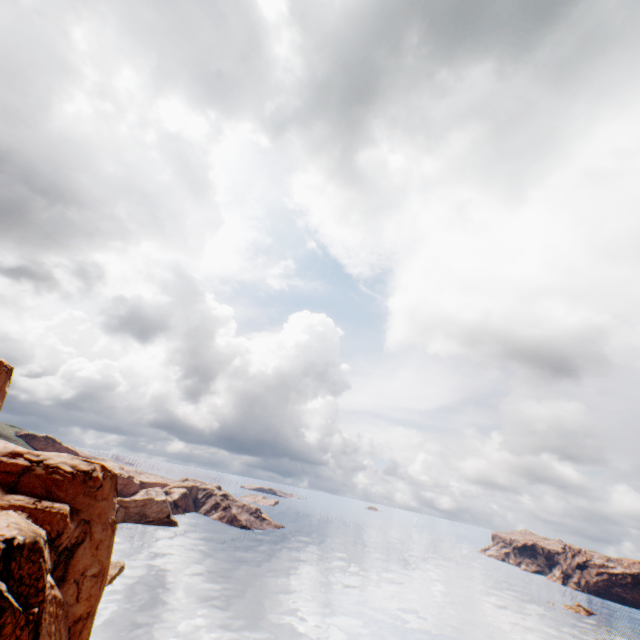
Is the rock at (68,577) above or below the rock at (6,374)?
below

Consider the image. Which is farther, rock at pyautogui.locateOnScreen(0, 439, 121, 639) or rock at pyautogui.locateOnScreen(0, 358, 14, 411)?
rock at pyautogui.locateOnScreen(0, 358, 14, 411)

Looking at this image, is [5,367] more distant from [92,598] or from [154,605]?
[154,605]

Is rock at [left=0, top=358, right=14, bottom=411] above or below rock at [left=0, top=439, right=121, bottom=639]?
above

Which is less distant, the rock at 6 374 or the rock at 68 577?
the rock at 68 577
